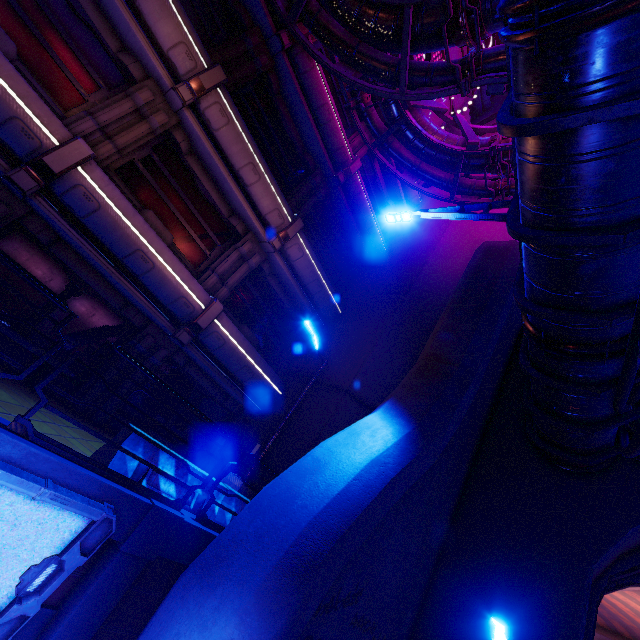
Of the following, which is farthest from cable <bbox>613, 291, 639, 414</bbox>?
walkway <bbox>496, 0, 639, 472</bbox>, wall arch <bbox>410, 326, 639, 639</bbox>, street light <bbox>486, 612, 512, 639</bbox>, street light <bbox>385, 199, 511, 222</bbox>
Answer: street light <bbox>486, 612, 512, 639</bbox>

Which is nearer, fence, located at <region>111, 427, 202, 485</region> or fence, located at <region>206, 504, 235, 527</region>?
fence, located at <region>111, 427, 202, 485</region>

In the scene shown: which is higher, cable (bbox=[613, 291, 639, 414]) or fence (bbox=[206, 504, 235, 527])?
cable (bbox=[613, 291, 639, 414])

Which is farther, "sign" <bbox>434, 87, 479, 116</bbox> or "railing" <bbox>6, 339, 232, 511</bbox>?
"sign" <bbox>434, 87, 479, 116</bbox>

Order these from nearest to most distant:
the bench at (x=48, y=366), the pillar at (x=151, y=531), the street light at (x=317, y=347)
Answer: the pillar at (x=151, y=531) → the bench at (x=48, y=366) → the street light at (x=317, y=347)

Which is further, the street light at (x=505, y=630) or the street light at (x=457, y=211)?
the street light at (x=457, y=211)

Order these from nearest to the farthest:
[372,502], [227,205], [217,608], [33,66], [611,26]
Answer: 1. [611,26]
2. [217,608]
3. [372,502]
4. [33,66]
5. [227,205]

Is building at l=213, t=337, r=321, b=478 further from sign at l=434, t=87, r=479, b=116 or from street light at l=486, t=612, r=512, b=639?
street light at l=486, t=612, r=512, b=639
